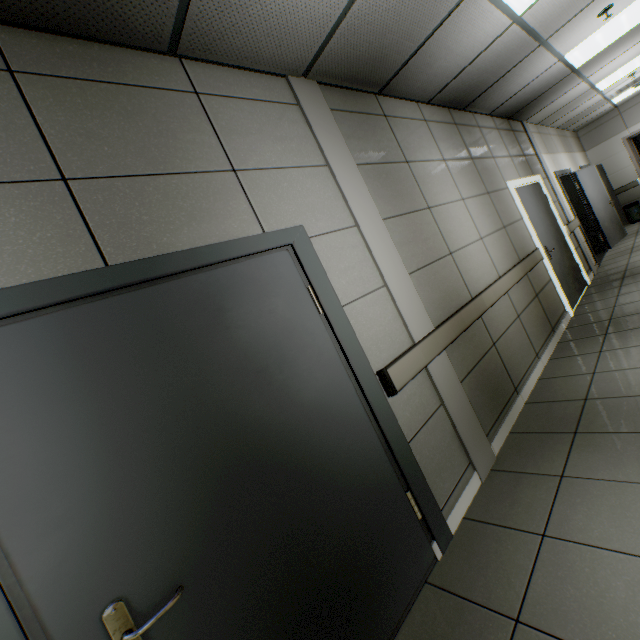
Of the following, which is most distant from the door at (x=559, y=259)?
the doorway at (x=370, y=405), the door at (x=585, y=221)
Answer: the doorway at (x=370, y=405)

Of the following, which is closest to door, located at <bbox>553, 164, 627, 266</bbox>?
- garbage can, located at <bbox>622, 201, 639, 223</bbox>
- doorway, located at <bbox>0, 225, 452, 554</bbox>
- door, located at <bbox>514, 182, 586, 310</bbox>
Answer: door, located at <bbox>514, 182, 586, 310</bbox>

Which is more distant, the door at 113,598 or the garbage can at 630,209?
the garbage can at 630,209

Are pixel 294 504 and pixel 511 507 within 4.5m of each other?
yes

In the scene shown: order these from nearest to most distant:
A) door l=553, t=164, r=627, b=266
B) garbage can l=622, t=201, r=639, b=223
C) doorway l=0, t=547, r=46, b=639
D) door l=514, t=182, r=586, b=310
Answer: doorway l=0, t=547, r=46, b=639 → door l=514, t=182, r=586, b=310 → door l=553, t=164, r=627, b=266 → garbage can l=622, t=201, r=639, b=223

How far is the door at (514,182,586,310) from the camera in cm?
487

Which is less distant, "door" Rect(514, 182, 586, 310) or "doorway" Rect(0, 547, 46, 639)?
"doorway" Rect(0, 547, 46, 639)

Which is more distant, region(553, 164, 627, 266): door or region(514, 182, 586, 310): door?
region(553, 164, 627, 266): door
